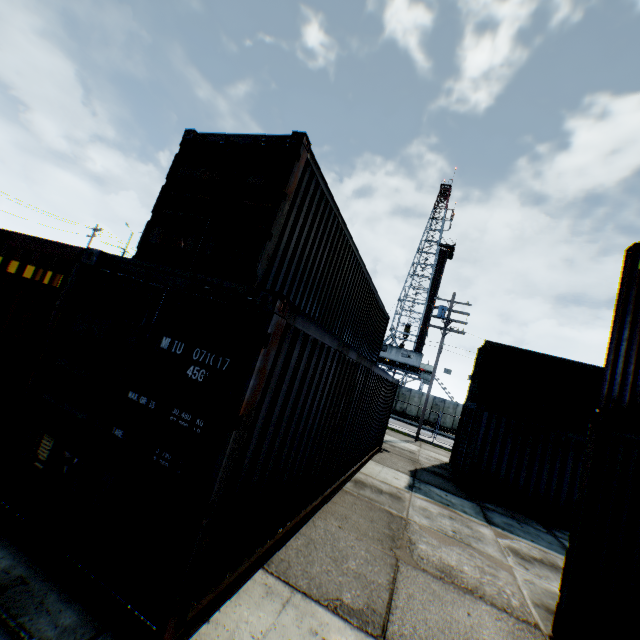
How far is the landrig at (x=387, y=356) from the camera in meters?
40.9

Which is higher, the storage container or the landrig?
the landrig

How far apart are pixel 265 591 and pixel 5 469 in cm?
305

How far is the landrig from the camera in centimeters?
4091cm

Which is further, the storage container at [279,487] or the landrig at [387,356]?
the landrig at [387,356]

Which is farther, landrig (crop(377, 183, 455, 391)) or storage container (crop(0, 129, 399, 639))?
landrig (crop(377, 183, 455, 391))
